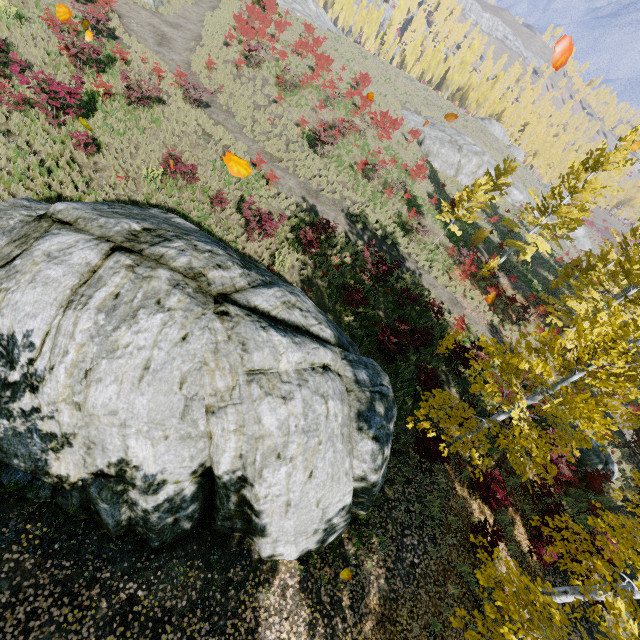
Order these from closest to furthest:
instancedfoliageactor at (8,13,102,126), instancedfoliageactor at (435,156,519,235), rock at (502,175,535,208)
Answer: instancedfoliageactor at (8,13,102,126)
instancedfoliageactor at (435,156,519,235)
rock at (502,175,535,208)

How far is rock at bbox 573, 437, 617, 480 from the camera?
14.22m

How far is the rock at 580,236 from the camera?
58.0 meters

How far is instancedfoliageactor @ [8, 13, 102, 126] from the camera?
11.0m

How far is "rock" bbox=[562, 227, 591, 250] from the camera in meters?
58.0 m

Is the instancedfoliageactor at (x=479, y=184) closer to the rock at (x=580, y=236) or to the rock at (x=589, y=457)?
the rock at (x=589, y=457)

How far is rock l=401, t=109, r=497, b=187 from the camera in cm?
3447

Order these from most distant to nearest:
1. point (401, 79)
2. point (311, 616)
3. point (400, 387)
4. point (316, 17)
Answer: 1. point (401, 79)
2. point (316, 17)
3. point (400, 387)
4. point (311, 616)
